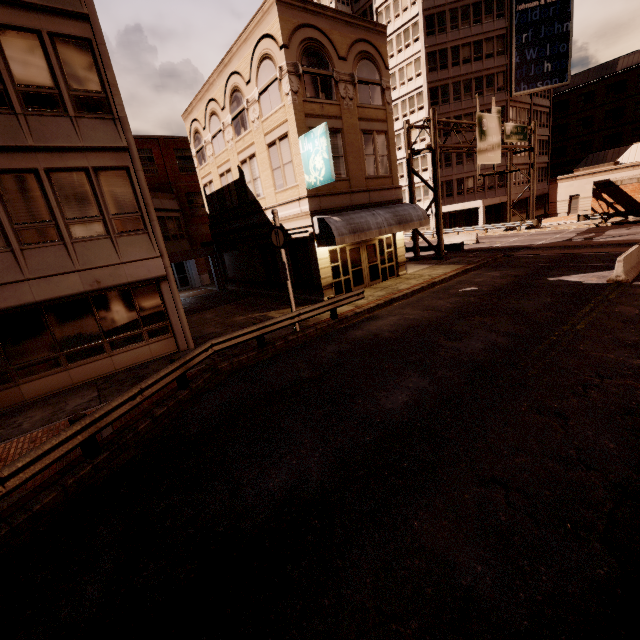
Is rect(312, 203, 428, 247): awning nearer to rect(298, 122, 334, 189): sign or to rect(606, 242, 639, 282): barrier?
rect(298, 122, 334, 189): sign

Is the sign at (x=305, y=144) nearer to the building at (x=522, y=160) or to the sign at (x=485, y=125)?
the sign at (x=485, y=125)

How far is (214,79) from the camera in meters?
19.1

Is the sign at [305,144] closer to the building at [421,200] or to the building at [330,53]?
the building at [330,53]

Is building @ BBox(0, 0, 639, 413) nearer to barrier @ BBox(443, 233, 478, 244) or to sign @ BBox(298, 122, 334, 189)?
sign @ BBox(298, 122, 334, 189)

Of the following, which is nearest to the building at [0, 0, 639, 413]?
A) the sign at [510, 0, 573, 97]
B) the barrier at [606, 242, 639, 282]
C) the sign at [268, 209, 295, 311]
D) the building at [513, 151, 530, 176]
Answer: the sign at [268, 209, 295, 311]

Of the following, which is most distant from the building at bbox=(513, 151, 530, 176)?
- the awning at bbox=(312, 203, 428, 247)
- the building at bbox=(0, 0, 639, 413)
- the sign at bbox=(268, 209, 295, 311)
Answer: the sign at bbox=(268, 209, 295, 311)

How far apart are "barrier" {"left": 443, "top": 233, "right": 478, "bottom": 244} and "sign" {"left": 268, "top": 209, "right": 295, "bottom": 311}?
24.7 meters
